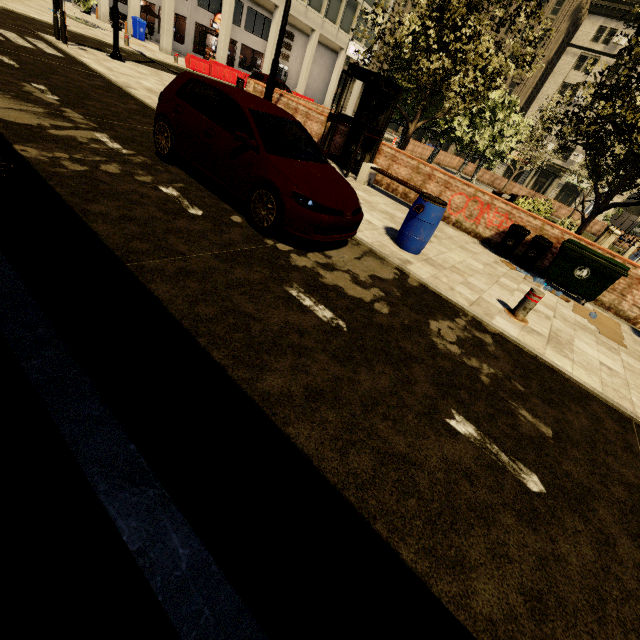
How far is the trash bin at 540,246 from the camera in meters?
8.1 m

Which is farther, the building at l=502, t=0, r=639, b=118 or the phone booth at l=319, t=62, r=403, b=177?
→ the building at l=502, t=0, r=639, b=118

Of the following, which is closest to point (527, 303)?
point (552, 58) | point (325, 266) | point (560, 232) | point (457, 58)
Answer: point (325, 266)

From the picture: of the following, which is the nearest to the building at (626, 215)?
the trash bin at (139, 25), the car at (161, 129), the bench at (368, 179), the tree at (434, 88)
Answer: the trash bin at (139, 25)

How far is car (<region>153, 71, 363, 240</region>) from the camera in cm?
434

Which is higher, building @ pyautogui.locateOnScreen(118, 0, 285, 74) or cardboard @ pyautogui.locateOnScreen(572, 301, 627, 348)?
building @ pyautogui.locateOnScreen(118, 0, 285, 74)

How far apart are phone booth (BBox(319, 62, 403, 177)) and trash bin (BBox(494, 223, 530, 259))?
4.8 meters

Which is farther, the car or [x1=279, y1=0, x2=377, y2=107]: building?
[x1=279, y1=0, x2=377, y2=107]: building
